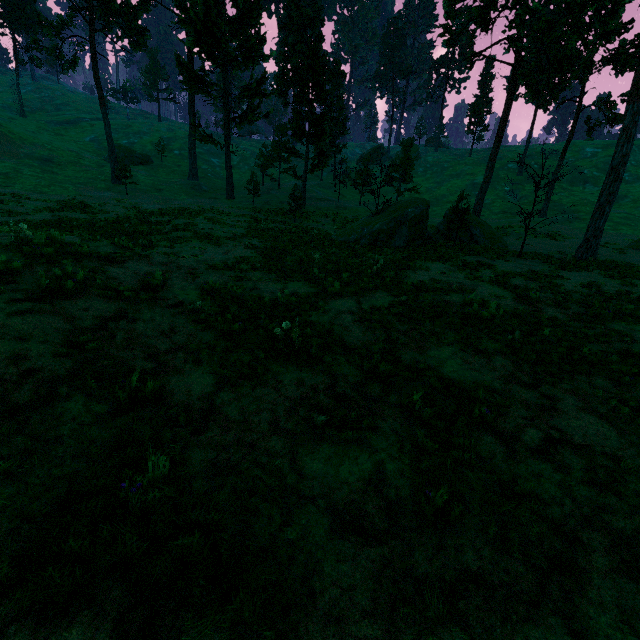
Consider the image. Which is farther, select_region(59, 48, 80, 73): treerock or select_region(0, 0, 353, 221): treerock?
select_region(59, 48, 80, 73): treerock

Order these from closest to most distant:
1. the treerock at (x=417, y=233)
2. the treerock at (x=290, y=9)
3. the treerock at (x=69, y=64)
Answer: the treerock at (x=417, y=233) < the treerock at (x=290, y=9) < the treerock at (x=69, y=64)

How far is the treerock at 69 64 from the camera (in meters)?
32.00

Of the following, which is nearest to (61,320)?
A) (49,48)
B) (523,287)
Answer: (523,287)

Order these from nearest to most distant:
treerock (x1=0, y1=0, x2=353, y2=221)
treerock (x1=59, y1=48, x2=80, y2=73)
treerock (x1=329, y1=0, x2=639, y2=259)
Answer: treerock (x1=329, y1=0, x2=639, y2=259)
treerock (x1=0, y1=0, x2=353, y2=221)
treerock (x1=59, y1=48, x2=80, y2=73)

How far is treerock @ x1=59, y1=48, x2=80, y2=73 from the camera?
32.0m
